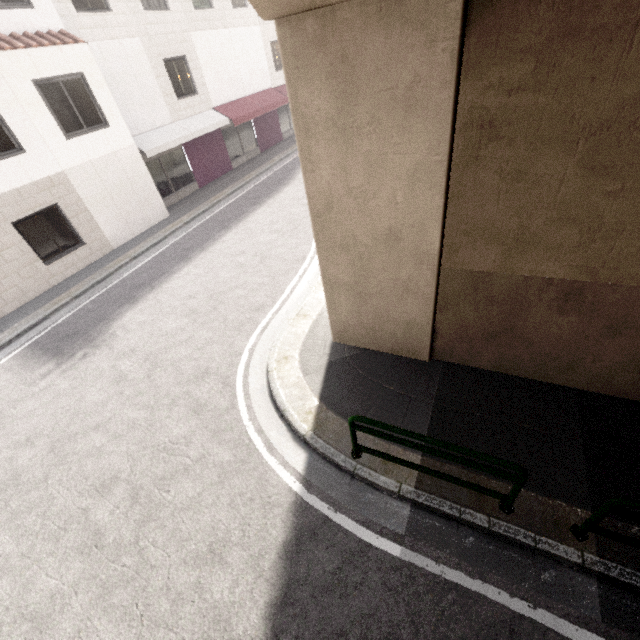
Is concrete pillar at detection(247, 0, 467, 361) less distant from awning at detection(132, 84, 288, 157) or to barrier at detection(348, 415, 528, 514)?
barrier at detection(348, 415, 528, 514)

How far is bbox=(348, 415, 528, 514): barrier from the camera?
3.5 meters

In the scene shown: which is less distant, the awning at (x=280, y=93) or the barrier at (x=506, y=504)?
the barrier at (x=506, y=504)

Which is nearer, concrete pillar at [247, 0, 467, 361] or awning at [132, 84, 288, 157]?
concrete pillar at [247, 0, 467, 361]

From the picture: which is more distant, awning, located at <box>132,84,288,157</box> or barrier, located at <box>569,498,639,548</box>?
awning, located at <box>132,84,288,157</box>

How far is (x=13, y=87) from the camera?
9.09m

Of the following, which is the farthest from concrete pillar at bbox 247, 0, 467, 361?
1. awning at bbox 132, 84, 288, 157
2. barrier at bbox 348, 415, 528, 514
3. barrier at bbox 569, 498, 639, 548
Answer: awning at bbox 132, 84, 288, 157

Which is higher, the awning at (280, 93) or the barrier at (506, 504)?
the awning at (280, 93)
